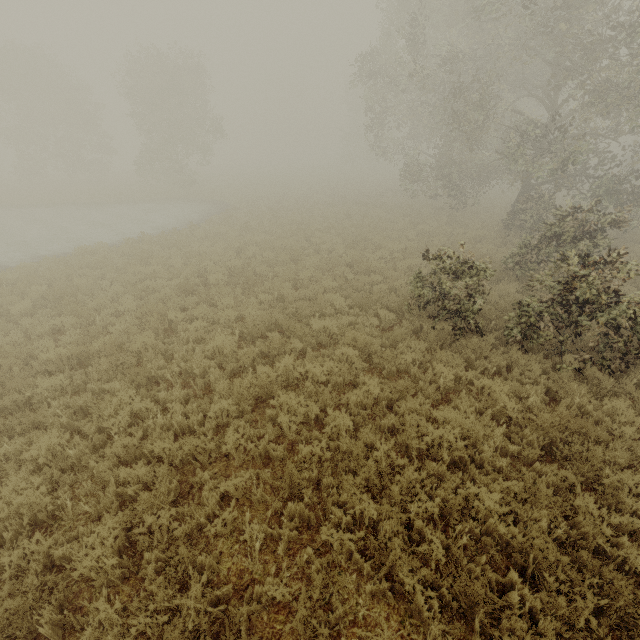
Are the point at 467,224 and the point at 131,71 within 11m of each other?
no
